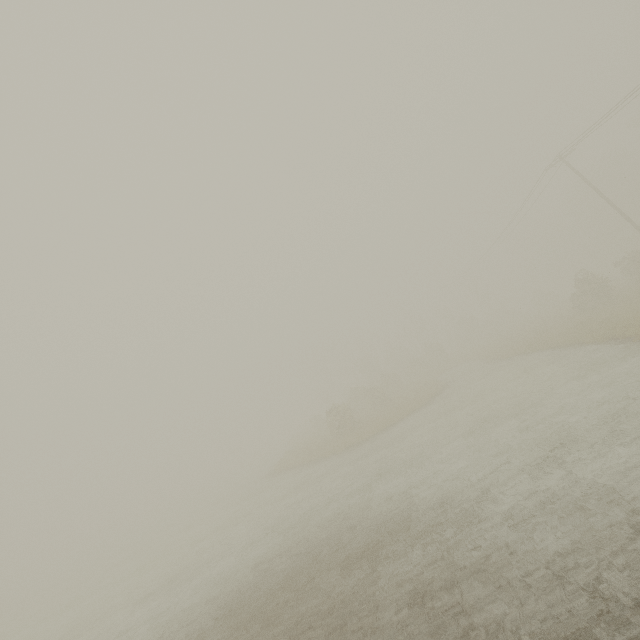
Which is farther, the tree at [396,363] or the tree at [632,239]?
the tree at [396,363]

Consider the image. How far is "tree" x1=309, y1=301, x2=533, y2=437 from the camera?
27.1 meters

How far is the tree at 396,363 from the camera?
27.1 meters

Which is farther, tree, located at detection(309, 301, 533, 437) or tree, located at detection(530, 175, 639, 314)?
tree, located at detection(309, 301, 533, 437)

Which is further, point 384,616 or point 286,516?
point 286,516
